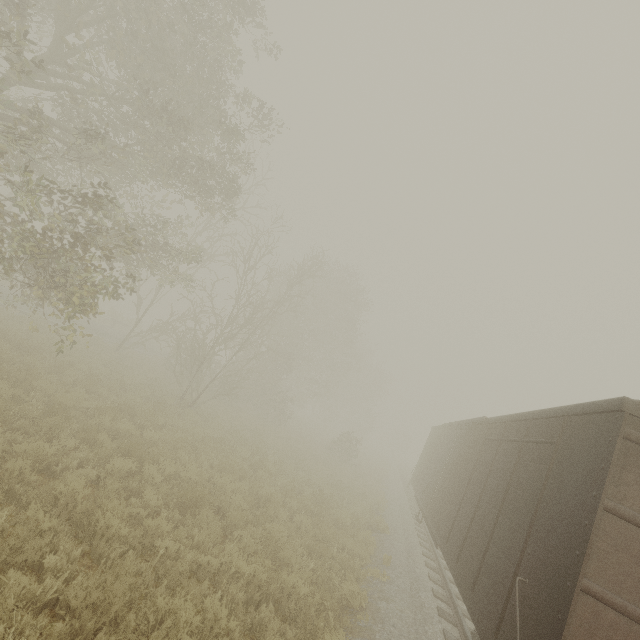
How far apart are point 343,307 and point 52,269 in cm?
2595
